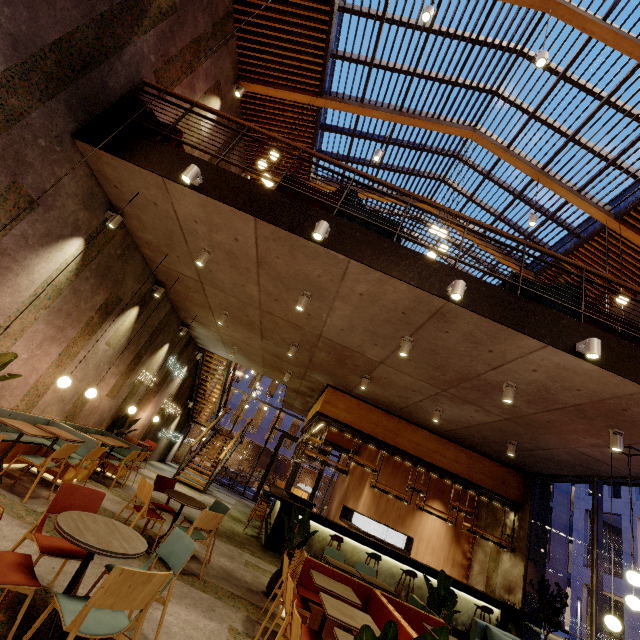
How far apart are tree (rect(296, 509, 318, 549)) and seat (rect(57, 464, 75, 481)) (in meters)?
4.11

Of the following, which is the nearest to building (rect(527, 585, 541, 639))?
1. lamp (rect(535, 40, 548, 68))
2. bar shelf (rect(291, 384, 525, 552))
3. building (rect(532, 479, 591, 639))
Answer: bar shelf (rect(291, 384, 525, 552))

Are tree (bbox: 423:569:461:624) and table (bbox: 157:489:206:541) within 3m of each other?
no

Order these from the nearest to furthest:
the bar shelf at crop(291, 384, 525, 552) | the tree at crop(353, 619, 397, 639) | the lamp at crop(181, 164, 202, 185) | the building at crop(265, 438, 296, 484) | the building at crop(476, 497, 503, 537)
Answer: the tree at crop(353, 619, 397, 639) → the lamp at crop(181, 164, 202, 185) → the bar shelf at crop(291, 384, 525, 552) → the building at crop(476, 497, 503, 537) → the building at crop(265, 438, 296, 484)

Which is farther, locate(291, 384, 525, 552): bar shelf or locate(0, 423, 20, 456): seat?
locate(291, 384, 525, 552): bar shelf

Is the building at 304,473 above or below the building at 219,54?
below

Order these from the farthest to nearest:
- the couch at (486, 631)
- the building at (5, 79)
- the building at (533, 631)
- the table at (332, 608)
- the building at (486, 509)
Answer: the building at (486, 509) < the building at (533, 631) < the couch at (486, 631) < the building at (5, 79) < the table at (332, 608)

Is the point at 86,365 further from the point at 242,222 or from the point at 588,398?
the point at 588,398
